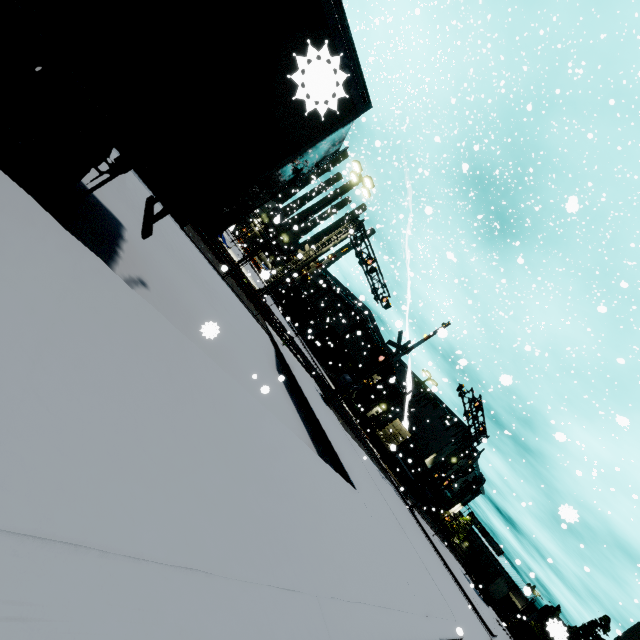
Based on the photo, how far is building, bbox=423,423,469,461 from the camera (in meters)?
59.28

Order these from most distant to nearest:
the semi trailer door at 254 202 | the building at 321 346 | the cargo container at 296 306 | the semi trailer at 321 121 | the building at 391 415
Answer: the building at 391 415 < the building at 321 346 < the cargo container at 296 306 < the semi trailer door at 254 202 < the semi trailer at 321 121

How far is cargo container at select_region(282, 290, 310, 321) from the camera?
42.7 meters

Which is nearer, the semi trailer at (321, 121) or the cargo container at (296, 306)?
the semi trailer at (321, 121)

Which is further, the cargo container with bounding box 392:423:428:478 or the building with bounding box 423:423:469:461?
the building with bounding box 423:423:469:461

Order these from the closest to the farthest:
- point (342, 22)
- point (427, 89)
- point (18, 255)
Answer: point (18, 255)
point (342, 22)
point (427, 89)

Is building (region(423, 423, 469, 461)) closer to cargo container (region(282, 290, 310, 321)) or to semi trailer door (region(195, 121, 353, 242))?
cargo container (region(282, 290, 310, 321))

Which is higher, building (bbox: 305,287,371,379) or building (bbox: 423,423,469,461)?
building (bbox: 423,423,469,461)
